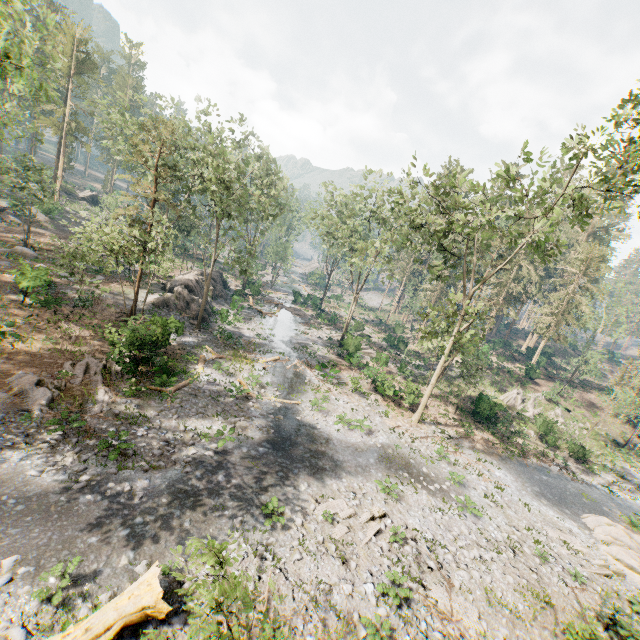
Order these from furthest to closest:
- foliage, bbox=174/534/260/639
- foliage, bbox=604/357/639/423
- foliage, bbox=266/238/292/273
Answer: foliage, bbox=266/238/292/273, foliage, bbox=604/357/639/423, foliage, bbox=174/534/260/639

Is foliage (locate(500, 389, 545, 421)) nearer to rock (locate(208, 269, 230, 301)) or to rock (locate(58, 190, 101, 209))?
rock (locate(58, 190, 101, 209))

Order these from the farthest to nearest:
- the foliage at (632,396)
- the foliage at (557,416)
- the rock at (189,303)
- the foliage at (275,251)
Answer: the foliage at (275,251) → the foliage at (557,416) → the foliage at (632,396) → the rock at (189,303)

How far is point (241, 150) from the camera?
39.2m

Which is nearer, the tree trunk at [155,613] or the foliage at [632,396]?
the tree trunk at [155,613]

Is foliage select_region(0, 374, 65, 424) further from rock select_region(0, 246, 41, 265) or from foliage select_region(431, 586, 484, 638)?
rock select_region(0, 246, 41, 265)

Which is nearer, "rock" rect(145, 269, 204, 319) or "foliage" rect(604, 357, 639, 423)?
"rock" rect(145, 269, 204, 319)
